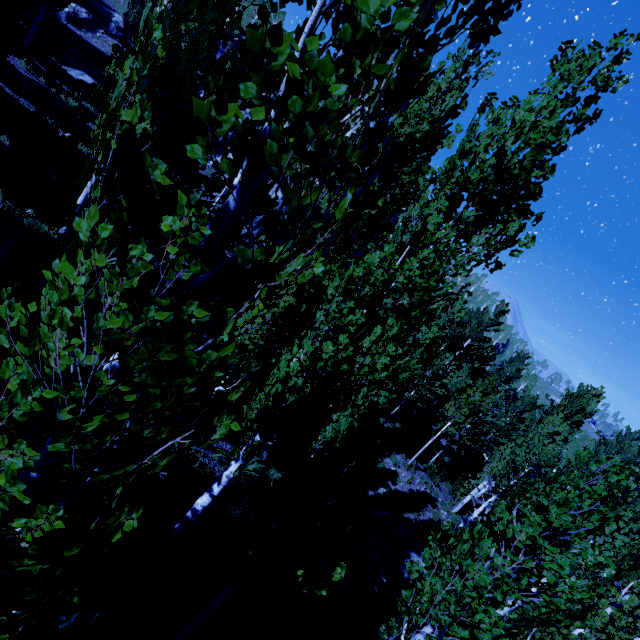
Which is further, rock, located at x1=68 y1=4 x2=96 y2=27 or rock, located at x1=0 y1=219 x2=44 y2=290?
rock, located at x1=68 y1=4 x2=96 y2=27

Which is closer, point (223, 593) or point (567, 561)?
point (567, 561)

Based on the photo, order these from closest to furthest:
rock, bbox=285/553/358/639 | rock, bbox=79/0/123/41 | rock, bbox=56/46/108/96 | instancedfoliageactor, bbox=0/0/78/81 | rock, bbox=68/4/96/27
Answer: rock, bbox=285/553/358/639
instancedfoliageactor, bbox=0/0/78/81
rock, bbox=56/46/108/96
rock, bbox=68/4/96/27
rock, bbox=79/0/123/41

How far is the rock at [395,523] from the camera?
10.1m

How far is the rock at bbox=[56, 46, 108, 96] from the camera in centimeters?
2166cm

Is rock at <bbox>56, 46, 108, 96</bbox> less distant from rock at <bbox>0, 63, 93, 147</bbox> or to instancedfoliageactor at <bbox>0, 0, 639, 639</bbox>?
instancedfoliageactor at <bbox>0, 0, 639, 639</bbox>

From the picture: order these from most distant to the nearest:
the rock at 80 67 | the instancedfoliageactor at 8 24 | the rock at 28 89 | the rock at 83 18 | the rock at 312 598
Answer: the rock at 83 18 → the rock at 80 67 → the rock at 28 89 → the instancedfoliageactor at 8 24 → the rock at 312 598

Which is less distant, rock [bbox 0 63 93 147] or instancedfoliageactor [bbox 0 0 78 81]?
instancedfoliageactor [bbox 0 0 78 81]
